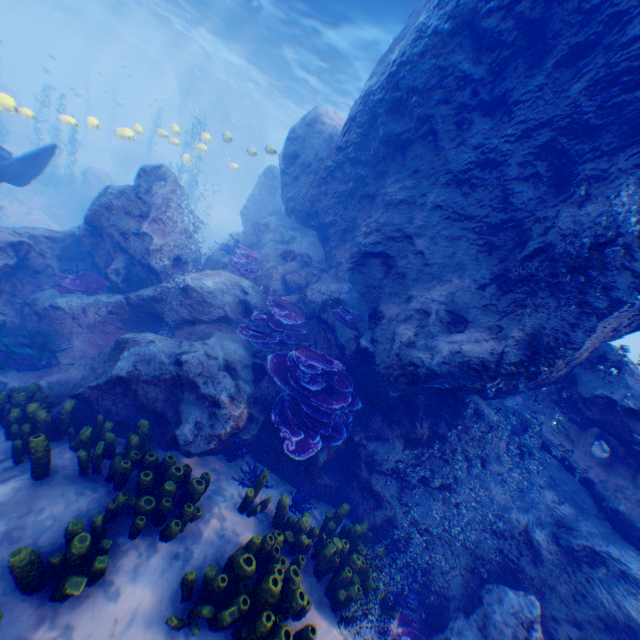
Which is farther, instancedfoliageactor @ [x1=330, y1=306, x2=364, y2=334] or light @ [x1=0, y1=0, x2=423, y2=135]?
light @ [x1=0, y1=0, x2=423, y2=135]

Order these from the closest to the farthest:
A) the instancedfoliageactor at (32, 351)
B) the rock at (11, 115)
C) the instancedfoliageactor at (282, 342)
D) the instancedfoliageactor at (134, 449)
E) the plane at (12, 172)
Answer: the instancedfoliageactor at (134, 449) → the instancedfoliageactor at (282, 342) → the instancedfoliageactor at (32, 351) → the plane at (12, 172) → the rock at (11, 115)

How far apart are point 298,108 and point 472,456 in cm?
3704

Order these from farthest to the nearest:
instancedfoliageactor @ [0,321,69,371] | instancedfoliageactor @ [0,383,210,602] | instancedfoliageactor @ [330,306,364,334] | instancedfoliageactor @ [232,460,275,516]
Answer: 1. instancedfoliageactor @ [330,306,364,334]
2. instancedfoliageactor @ [0,321,69,371]
3. instancedfoliageactor @ [232,460,275,516]
4. instancedfoliageactor @ [0,383,210,602]

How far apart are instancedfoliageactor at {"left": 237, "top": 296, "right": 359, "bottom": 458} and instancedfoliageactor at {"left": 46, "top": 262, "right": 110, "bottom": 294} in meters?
4.9

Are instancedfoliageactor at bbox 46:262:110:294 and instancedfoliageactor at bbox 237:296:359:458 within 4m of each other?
no

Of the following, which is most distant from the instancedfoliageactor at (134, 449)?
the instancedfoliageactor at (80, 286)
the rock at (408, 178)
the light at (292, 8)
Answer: the light at (292, 8)

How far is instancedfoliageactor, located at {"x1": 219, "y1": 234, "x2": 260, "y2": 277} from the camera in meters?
9.2
